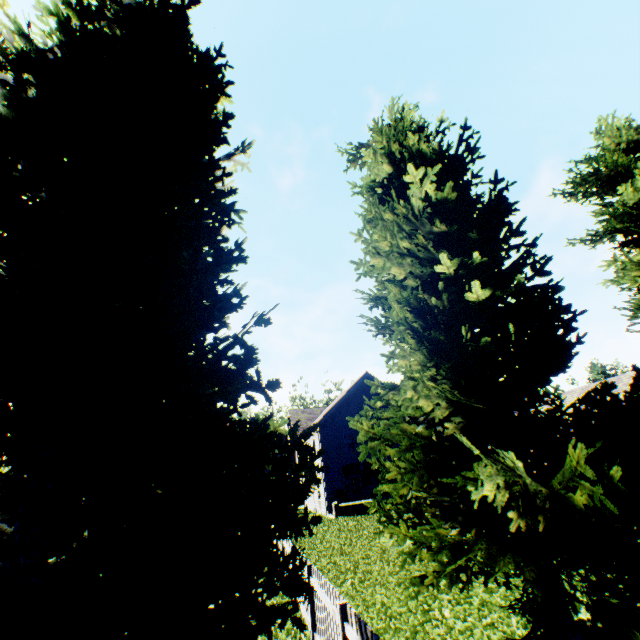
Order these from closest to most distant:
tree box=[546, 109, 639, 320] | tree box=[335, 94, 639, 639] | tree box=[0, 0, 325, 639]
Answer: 1. tree box=[0, 0, 325, 639]
2. tree box=[335, 94, 639, 639]
3. tree box=[546, 109, 639, 320]

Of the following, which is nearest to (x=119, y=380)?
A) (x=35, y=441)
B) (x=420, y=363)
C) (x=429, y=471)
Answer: (x=35, y=441)

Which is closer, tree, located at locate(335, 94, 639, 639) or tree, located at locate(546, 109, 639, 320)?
tree, located at locate(335, 94, 639, 639)

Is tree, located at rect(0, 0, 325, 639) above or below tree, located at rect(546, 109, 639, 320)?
below

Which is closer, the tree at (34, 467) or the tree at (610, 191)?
the tree at (34, 467)
